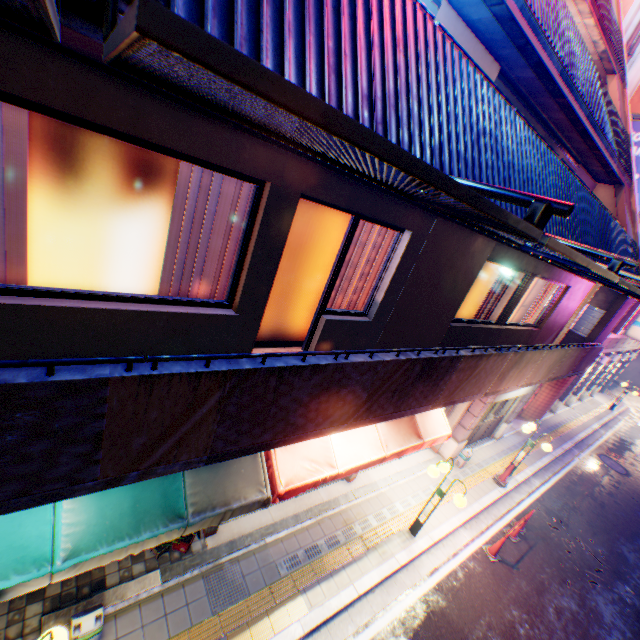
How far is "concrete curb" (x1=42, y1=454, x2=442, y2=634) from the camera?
5.0 meters

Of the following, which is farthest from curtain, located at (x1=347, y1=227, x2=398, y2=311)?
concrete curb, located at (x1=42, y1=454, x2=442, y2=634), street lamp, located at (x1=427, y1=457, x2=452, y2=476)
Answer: concrete curb, located at (x1=42, y1=454, x2=442, y2=634)

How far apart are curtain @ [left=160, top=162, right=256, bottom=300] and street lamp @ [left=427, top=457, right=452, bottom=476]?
6.3 meters

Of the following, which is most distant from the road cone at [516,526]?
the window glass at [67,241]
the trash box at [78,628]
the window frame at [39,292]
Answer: the window glass at [67,241]

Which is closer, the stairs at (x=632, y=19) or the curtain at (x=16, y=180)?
the curtain at (x=16, y=180)

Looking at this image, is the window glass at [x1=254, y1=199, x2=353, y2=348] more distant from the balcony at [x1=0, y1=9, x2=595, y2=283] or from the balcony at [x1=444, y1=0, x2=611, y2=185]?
the balcony at [x1=444, y1=0, x2=611, y2=185]

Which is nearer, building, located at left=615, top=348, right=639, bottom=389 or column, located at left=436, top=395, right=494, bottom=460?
column, located at left=436, top=395, right=494, bottom=460

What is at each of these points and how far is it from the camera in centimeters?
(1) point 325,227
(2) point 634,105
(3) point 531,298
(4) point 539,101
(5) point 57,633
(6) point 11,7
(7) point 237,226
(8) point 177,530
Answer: (1) window glass, 471cm
(2) billboard, 1308cm
(3) window glass, 1083cm
(4) balcony, 748cm
(5) street lamp, 329cm
(6) metal fence, 119cm
(7) curtain, 388cm
(8) awning, 405cm
